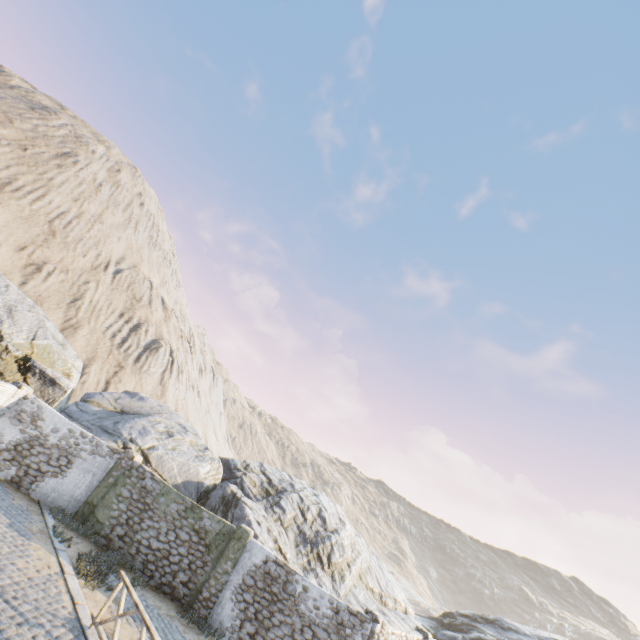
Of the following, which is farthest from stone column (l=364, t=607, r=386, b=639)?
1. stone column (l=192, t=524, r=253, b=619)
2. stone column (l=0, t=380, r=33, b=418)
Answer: stone column (l=0, t=380, r=33, b=418)

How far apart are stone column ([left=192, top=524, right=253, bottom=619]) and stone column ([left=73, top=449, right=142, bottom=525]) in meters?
5.5

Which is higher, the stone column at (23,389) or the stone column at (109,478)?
the stone column at (23,389)

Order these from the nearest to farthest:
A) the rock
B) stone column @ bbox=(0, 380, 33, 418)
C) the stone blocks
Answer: the stone blocks < stone column @ bbox=(0, 380, 33, 418) < the rock

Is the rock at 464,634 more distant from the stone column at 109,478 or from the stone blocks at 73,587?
the stone column at 109,478

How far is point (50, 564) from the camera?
9.95m

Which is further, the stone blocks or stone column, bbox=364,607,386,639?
stone column, bbox=364,607,386,639

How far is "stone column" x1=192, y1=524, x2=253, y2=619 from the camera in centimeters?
1199cm
